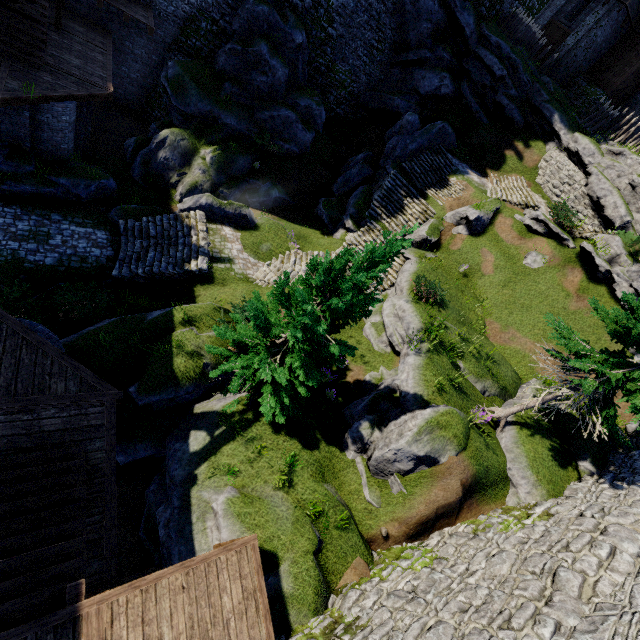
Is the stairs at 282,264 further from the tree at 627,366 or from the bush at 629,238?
the bush at 629,238

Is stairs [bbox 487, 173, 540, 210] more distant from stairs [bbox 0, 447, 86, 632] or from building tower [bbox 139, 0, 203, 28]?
stairs [bbox 0, 447, 86, 632]

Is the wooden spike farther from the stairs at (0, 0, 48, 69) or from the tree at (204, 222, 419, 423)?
the stairs at (0, 0, 48, 69)

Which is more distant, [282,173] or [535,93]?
[535,93]

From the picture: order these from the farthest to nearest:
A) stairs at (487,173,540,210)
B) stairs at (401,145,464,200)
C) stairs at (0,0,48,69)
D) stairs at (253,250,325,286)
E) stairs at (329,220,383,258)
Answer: stairs at (401,145,464,200) → stairs at (487,173,540,210) → stairs at (329,220,383,258) → stairs at (253,250,325,286) → stairs at (0,0,48,69)

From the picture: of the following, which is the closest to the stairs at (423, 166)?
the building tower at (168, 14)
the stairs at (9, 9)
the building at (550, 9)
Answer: the stairs at (9, 9)

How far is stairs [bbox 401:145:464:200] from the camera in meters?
22.4 m

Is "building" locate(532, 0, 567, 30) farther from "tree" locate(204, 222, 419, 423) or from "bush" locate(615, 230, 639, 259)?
"tree" locate(204, 222, 419, 423)
